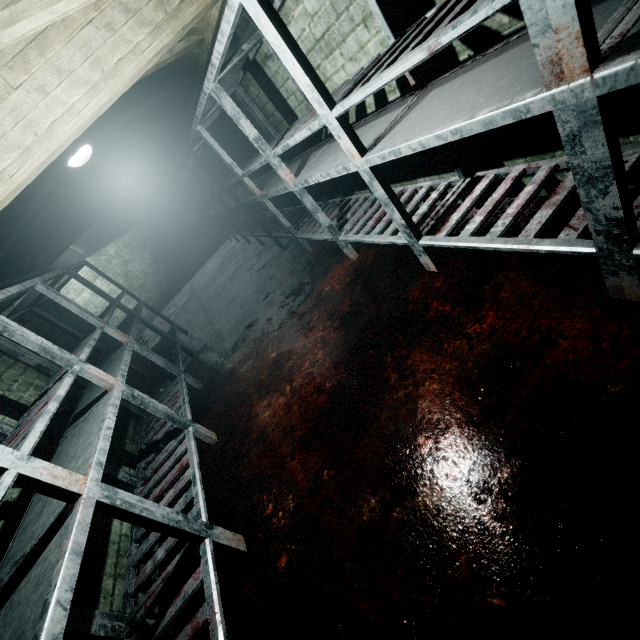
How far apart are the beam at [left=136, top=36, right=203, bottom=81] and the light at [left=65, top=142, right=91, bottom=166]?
0.02m

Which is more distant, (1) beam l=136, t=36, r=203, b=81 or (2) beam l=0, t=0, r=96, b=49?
(1) beam l=136, t=36, r=203, b=81

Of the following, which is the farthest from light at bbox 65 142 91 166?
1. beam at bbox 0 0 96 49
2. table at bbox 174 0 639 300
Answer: beam at bbox 0 0 96 49

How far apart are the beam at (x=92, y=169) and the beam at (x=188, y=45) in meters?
0.2

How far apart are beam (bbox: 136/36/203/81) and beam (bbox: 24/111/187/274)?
0.2m

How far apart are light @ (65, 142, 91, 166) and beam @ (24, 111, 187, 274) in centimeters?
2cm

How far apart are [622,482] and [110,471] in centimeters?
276cm

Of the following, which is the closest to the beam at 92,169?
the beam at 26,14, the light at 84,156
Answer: the light at 84,156
